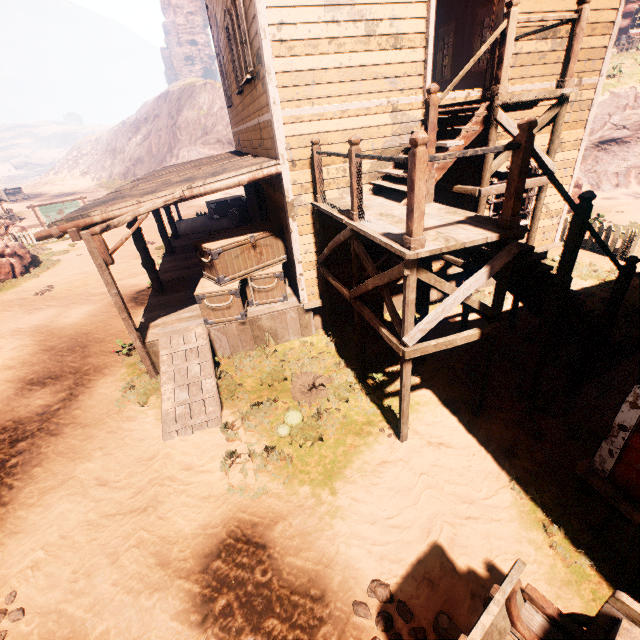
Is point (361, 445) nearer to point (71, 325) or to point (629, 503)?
point (629, 503)

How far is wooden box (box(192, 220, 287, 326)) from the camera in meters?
7.2 m

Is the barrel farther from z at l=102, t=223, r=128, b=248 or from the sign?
the sign

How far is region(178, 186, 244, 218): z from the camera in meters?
25.4 m

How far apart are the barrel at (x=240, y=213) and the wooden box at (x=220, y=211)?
1.2m

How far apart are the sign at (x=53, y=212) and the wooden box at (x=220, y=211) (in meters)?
11.41

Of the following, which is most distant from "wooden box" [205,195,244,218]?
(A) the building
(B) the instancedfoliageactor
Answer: (B) the instancedfoliageactor

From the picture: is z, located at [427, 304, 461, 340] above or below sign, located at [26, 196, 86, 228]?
below
